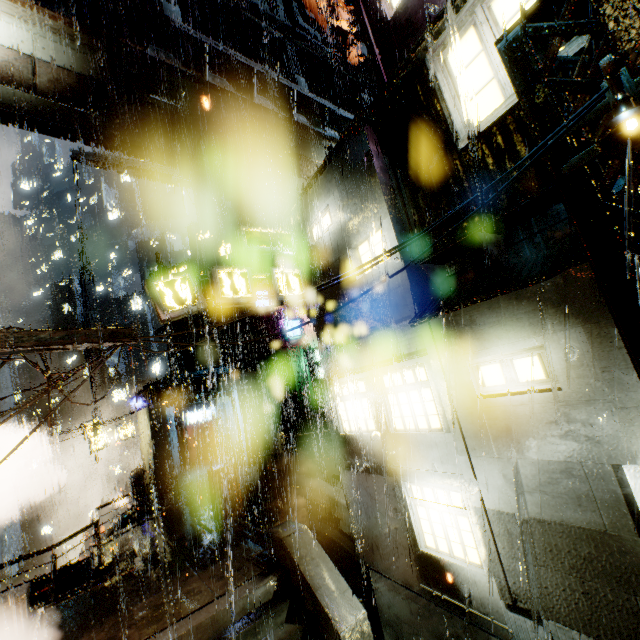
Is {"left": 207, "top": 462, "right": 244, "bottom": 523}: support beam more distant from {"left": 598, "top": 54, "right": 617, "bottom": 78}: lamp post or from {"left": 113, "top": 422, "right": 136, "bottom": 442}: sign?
{"left": 598, "top": 54, "right": 617, "bottom": 78}: lamp post

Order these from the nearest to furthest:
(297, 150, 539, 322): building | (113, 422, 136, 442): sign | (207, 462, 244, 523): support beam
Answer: (297, 150, 539, 322): building, (207, 462, 244, 523): support beam, (113, 422, 136, 442): sign

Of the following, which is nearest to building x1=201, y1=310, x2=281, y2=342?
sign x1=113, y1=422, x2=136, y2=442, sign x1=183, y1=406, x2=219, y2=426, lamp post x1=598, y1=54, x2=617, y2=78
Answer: sign x1=183, y1=406, x2=219, y2=426

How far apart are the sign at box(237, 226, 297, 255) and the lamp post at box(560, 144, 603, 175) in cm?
961

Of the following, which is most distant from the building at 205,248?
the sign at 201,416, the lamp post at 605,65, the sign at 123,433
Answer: the lamp post at 605,65

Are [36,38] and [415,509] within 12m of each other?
no

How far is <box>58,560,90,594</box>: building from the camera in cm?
1351

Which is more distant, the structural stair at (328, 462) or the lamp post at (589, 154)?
→ the structural stair at (328, 462)
